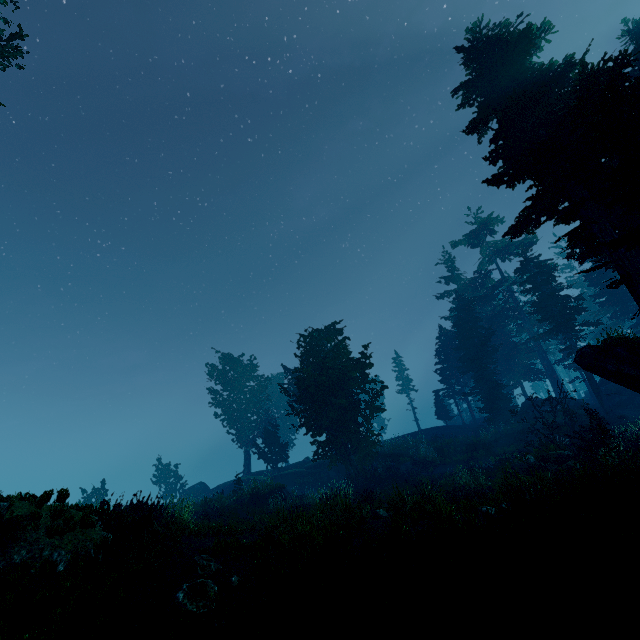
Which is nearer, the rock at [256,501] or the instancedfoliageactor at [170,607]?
the instancedfoliageactor at [170,607]

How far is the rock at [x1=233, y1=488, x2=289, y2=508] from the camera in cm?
2127

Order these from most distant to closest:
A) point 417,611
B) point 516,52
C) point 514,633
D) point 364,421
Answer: point 364,421
point 516,52
point 417,611
point 514,633

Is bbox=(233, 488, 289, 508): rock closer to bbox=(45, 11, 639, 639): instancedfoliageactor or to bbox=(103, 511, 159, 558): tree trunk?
bbox=(45, 11, 639, 639): instancedfoliageactor

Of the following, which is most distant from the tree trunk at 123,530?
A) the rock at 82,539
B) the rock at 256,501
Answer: the rock at 256,501

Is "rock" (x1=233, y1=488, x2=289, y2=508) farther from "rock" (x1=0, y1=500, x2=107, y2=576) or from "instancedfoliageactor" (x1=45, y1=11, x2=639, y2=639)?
"rock" (x1=0, y1=500, x2=107, y2=576)

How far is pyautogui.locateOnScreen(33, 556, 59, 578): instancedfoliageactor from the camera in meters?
7.3

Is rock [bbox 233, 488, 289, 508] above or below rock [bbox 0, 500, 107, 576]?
below
